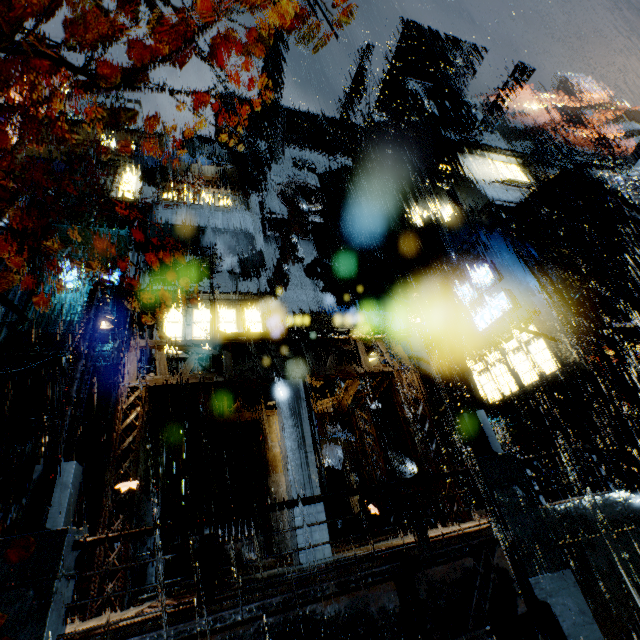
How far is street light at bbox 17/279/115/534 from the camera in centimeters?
566cm

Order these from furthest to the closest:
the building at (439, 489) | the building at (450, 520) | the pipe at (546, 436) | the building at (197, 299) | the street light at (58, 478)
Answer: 1. the pipe at (546, 436)
2. the building at (197, 299)
3. the building at (439, 489)
4. the building at (450, 520)
5. the street light at (58, 478)

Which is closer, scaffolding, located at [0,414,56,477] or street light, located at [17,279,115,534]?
street light, located at [17,279,115,534]

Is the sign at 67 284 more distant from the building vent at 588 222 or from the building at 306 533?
the building vent at 588 222

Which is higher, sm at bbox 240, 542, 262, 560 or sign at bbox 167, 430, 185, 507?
sign at bbox 167, 430, 185, 507

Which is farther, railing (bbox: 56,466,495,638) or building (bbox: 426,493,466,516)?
building (bbox: 426,493,466,516)

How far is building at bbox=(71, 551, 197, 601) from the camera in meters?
8.0 m

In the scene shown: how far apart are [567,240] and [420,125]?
17.34m
